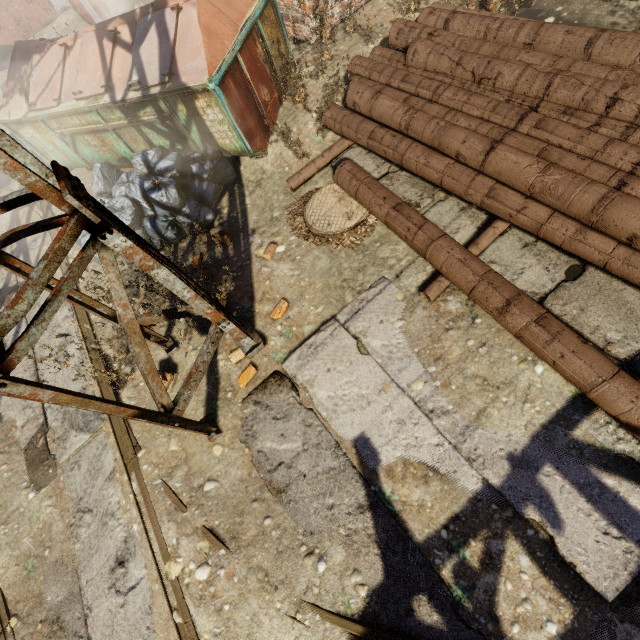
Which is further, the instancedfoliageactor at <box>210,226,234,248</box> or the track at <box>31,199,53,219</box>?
the track at <box>31,199,53,219</box>

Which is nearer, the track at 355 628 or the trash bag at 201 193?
the track at 355 628

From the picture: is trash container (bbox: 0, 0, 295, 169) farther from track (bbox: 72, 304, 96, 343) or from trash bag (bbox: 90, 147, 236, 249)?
track (bbox: 72, 304, 96, 343)

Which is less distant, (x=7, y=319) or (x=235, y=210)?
(x=7, y=319)

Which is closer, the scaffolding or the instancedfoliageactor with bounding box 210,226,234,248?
the scaffolding

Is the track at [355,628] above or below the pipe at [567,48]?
below

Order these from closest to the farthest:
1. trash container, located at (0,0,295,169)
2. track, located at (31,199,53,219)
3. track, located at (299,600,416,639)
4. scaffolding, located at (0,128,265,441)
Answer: → scaffolding, located at (0,128,265,441), track, located at (299,600,416,639), trash container, located at (0,0,295,169), track, located at (31,199,53,219)

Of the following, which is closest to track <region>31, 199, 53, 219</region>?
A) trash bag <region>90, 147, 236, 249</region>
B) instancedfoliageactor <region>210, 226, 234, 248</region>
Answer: trash bag <region>90, 147, 236, 249</region>
